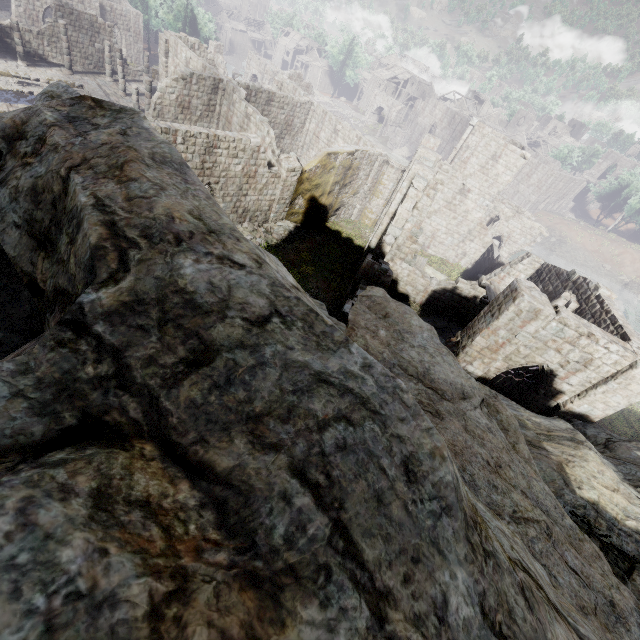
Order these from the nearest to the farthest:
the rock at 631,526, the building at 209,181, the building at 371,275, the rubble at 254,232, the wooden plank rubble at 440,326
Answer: the rock at 631,526
the building at 371,275
the building at 209,181
the wooden plank rubble at 440,326
the rubble at 254,232

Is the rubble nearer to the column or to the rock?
the column

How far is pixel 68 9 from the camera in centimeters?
3020cm

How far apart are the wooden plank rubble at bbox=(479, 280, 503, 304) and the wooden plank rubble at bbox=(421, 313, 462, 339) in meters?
5.0

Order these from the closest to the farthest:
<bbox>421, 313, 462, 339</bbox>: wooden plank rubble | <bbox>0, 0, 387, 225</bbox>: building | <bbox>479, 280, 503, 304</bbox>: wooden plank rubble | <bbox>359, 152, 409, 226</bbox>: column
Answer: <bbox>479, 280, 503, 304</bbox>: wooden plank rubble, <bbox>0, 0, 387, 225</bbox>: building, <bbox>421, 313, 462, 339</bbox>: wooden plank rubble, <bbox>359, 152, 409, 226</bbox>: column

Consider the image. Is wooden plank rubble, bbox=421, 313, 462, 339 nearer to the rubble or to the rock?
the rock

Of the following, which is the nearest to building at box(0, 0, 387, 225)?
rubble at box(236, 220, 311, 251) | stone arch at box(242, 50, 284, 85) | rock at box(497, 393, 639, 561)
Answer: rubble at box(236, 220, 311, 251)

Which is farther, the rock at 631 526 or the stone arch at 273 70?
the stone arch at 273 70
